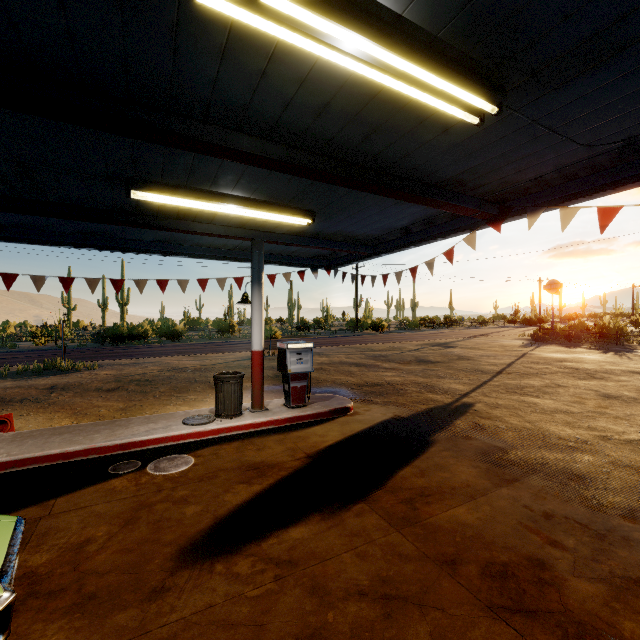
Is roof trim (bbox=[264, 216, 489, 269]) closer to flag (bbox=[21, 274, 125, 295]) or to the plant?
flag (bbox=[21, 274, 125, 295])

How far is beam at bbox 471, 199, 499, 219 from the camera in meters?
5.4 m

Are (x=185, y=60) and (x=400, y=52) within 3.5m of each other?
yes

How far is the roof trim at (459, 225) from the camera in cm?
628

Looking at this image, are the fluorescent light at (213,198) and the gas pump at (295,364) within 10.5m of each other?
yes

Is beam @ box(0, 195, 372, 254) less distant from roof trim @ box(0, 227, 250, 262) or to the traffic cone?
roof trim @ box(0, 227, 250, 262)

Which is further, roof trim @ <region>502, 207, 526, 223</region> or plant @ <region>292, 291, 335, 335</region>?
plant @ <region>292, 291, 335, 335</region>

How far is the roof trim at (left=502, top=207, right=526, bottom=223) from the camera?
5.22m
